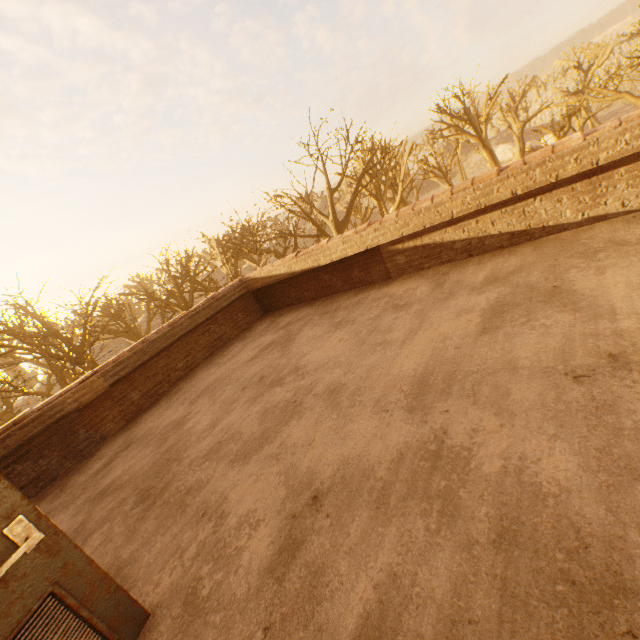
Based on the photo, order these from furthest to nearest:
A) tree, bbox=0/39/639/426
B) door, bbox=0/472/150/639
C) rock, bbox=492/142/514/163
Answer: rock, bbox=492/142/514/163
tree, bbox=0/39/639/426
door, bbox=0/472/150/639

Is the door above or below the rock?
above

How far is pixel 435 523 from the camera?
1.83m

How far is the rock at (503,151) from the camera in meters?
54.7 m

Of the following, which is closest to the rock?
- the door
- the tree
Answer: the tree

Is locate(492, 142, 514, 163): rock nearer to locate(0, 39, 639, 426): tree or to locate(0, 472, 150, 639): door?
locate(0, 39, 639, 426): tree

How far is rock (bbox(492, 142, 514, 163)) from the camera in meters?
54.7 m

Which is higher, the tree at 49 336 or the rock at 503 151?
the tree at 49 336
